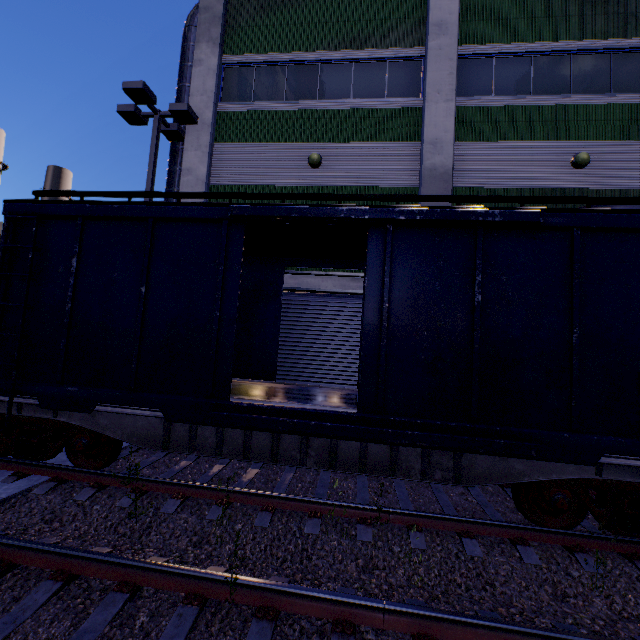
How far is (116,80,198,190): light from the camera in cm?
942

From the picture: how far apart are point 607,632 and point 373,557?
Answer: 2.48m

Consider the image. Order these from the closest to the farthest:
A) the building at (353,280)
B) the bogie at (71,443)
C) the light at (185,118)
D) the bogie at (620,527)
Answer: the bogie at (620,527) < the bogie at (71,443) < the light at (185,118) < the building at (353,280)

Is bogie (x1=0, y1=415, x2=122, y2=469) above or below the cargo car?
below

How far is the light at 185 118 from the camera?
9.42m

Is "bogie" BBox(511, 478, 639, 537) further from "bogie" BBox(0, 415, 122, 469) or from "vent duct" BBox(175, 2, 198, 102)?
"vent duct" BBox(175, 2, 198, 102)

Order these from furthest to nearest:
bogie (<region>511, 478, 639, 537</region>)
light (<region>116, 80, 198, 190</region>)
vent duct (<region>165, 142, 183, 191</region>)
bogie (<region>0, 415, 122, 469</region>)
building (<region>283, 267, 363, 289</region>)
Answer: vent duct (<region>165, 142, 183, 191</region>) → building (<region>283, 267, 363, 289</region>) → light (<region>116, 80, 198, 190</region>) → bogie (<region>0, 415, 122, 469</region>) → bogie (<region>511, 478, 639, 537</region>)

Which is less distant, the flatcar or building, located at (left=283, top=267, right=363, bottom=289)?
the flatcar
